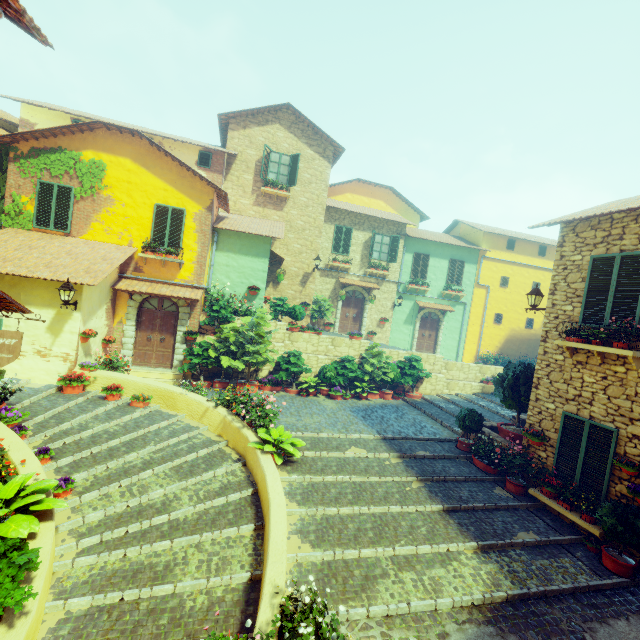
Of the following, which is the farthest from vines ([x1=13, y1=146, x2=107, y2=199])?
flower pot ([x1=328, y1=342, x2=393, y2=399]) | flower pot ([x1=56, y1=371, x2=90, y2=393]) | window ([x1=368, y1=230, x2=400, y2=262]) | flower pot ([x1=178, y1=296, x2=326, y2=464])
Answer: window ([x1=368, y1=230, x2=400, y2=262])

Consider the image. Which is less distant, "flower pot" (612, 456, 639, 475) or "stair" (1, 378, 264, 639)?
"stair" (1, 378, 264, 639)

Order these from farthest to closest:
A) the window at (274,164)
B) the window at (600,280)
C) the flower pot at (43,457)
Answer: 1. the window at (274,164)
2. the window at (600,280)
3. the flower pot at (43,457)

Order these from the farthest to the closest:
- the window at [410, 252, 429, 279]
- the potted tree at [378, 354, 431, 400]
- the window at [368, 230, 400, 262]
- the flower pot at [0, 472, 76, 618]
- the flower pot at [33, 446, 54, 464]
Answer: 1. the window at [410, 252, 429, 279]
2. the window at [368, 230, 400, 262]
3. the potted tree at [378, 354, 431, 400]
4. the flower pot at [33, 446, 54, 464]
5. the flower pot at [0, 472, 76, 618]

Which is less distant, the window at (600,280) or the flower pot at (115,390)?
the window at (600,280)

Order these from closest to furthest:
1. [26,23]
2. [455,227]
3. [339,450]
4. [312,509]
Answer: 1. [26,23]
2. [312,509]
3. [339,450]
4. [455,227]

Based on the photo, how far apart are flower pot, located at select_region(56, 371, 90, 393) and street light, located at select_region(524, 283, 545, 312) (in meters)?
12.90

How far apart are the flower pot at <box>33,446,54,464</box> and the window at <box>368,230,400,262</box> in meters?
16.2 m
